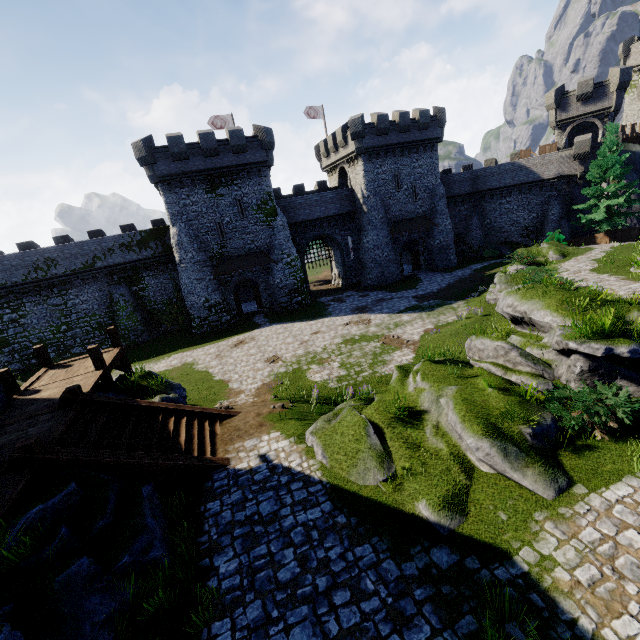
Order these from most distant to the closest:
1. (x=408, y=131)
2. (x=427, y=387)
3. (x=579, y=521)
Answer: (x=408, y=131), (x=427, y=387), (x=579, y=521)

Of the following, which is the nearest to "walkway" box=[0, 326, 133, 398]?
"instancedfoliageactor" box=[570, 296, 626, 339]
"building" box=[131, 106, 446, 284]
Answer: "building" box=[131, 106, 446, 284]

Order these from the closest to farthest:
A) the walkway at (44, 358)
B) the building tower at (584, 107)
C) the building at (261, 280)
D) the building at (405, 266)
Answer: the walkway at (44, 358) → the building at (261, 280) → the building tower at (584, 107) → the building at (405, 266)

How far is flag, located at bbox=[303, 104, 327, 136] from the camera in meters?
38.4

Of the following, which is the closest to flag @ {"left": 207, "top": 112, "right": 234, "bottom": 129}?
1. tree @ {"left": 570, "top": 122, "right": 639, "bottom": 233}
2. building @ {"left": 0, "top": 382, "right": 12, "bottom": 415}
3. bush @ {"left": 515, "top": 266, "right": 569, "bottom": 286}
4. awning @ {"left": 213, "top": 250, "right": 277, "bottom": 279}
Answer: awning @ {"left": 213, "top": 250, "right": 277, "bottom": 279}

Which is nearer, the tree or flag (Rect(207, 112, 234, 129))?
the tree

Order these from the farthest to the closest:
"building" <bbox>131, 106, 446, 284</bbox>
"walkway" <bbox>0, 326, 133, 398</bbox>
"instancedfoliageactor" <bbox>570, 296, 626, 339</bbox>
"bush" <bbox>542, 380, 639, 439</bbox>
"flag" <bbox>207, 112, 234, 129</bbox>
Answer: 1. "flag" <bbox>207, 112, 234, 129</bbox>
2. "building" <bbox>131, 106, 446, 284</bbox>
3. "walkway" <bbox>0, 326, 133, 398</bbox>
4. "instancedfoliageactor" <bbox>570, 296, 626, 339</bbox>
5. "bush" <bbox>542, 380, 639, 439</bbox>

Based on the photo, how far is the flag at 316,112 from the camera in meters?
38.4
